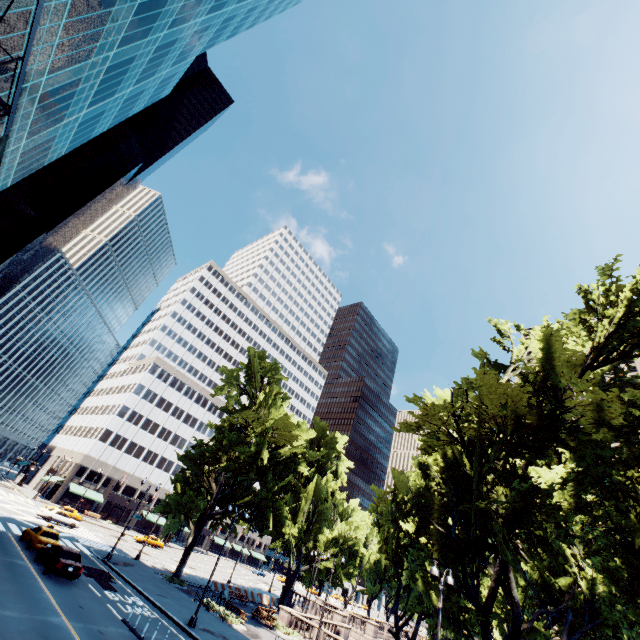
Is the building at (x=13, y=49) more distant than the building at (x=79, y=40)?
No

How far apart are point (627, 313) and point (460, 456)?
11.99m

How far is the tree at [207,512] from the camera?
33.62m

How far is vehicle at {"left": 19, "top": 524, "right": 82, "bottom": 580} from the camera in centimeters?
2062cm

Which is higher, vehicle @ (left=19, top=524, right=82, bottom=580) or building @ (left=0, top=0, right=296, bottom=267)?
building @ (left=0, top=0, right=296, bottom=267)

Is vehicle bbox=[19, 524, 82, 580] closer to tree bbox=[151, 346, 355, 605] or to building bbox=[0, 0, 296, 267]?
tree bbox=[151, 346, 355, 605]
